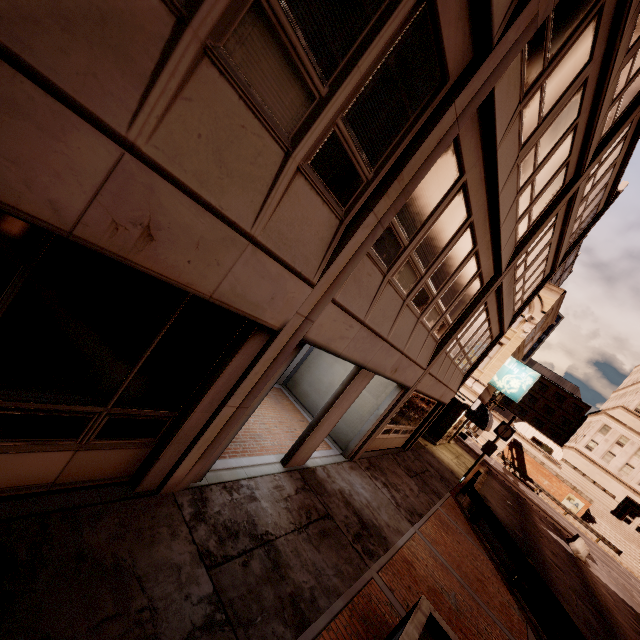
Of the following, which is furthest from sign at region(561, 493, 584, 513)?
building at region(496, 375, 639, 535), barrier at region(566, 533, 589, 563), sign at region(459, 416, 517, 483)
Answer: sign at region(459, 416, 517, 483)

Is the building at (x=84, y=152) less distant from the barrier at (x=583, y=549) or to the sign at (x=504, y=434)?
the sign at (x=504, y=434)

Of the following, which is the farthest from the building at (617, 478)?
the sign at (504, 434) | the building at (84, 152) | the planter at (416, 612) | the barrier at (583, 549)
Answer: the planter at (416, 612)

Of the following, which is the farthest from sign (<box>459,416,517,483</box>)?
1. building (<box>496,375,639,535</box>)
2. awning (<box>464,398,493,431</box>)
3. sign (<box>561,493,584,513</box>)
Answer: building (<box>496,375,639,535</box>)

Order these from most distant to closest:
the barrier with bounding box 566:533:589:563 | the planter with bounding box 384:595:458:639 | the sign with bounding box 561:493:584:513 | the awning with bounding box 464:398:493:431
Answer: the sign with bounding box 561:493:584:513, the barrier with bounding box 566:533:589:563, the awning with bounding box 464:398:493:431, the planter with bounding box 384:595:458:639

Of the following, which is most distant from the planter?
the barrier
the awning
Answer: the barrier

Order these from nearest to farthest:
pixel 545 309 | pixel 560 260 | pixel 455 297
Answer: pixel 455 297, pixel 560 260, pixel 545 309

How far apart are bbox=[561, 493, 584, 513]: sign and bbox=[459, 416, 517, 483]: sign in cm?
3594
